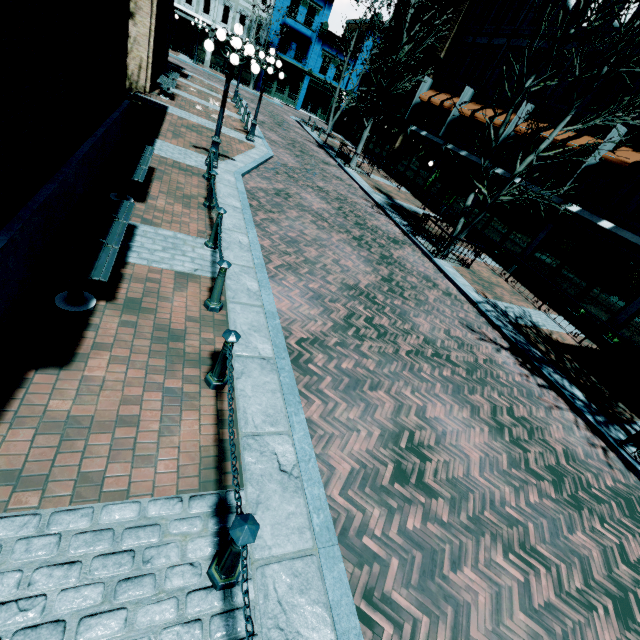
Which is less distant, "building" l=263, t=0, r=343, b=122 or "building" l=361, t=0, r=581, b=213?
"building" l=361, t=0, r=581, b=213

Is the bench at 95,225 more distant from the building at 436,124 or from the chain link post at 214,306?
the building at 436,124

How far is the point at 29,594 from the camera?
2.2 meters

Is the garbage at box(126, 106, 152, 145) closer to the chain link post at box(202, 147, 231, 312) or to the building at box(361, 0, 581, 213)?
the chain link post at box(202, 147, 231, 312)

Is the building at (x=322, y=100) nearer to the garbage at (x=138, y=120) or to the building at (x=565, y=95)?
the building at (x=565, y=95)

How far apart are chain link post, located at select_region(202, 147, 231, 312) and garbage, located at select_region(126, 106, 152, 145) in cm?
508

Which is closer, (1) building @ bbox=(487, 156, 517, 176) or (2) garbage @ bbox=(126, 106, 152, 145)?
(2) garbage @ bbox=(126, 106, 152, 145)

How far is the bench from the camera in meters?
3.8 m
